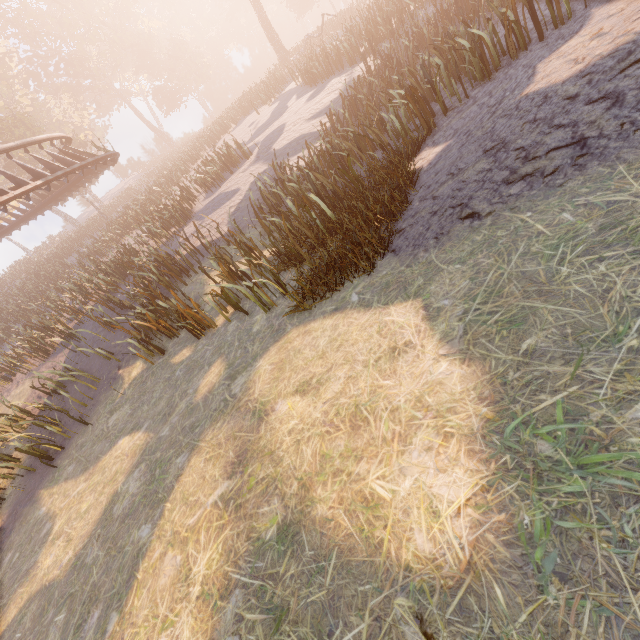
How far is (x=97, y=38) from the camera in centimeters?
4275cm
